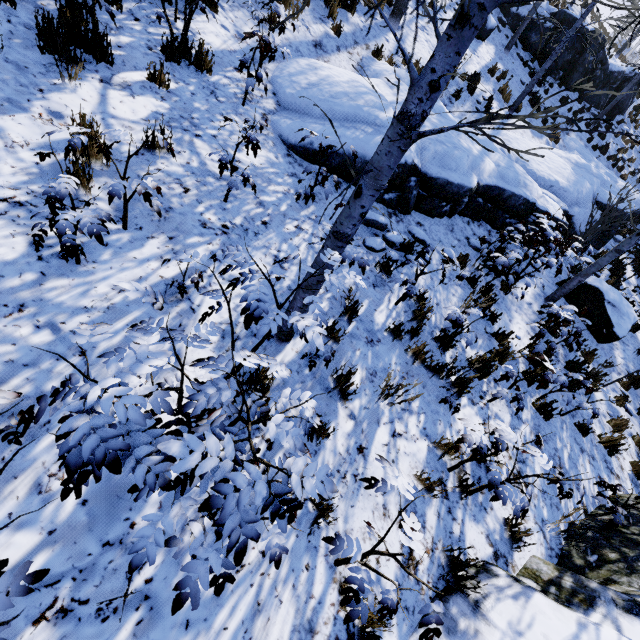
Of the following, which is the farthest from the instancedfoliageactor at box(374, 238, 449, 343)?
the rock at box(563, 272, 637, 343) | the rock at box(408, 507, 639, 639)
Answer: the rock at box(563, 272, 637, 343)

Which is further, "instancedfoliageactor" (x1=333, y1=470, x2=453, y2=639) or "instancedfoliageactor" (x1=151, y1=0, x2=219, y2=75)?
"instancedfoliageactor" (x1=151, y1=0, x2=219, y2=75)

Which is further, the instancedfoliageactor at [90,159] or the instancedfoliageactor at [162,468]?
the instancedfoliageactor at [90,159]

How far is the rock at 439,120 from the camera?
6.7m

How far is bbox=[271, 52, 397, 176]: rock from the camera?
5.4 meters

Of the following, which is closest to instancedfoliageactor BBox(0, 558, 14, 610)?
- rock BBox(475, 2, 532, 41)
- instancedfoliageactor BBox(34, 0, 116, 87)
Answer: instancedfoliageactor BBox(34, 0, 116, 87)

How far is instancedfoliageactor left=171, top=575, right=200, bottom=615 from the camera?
1.46m

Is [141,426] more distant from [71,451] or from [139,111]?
[139,111]
